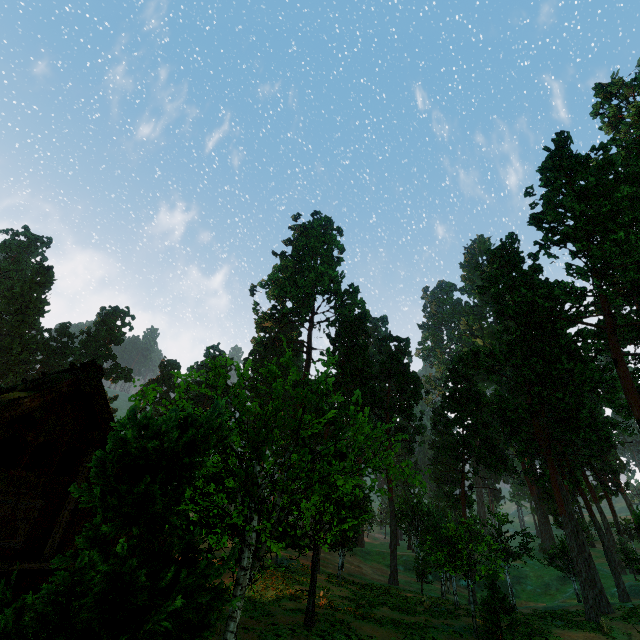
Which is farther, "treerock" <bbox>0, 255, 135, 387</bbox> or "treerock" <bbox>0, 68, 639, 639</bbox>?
"treerock" <bbox>0, 255, 135, 387</bbox>

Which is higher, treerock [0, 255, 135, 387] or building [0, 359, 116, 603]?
treerock [0, 255, 135, 387]

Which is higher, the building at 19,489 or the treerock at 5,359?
the treerock at 5,359

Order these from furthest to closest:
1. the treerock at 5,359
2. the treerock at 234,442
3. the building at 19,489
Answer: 1. the treerock at 5,359
2. the building at 19,489
3. the treerock at 234,442

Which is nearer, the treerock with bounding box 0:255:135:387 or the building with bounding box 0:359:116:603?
the building with bounding box 0:359:116:603

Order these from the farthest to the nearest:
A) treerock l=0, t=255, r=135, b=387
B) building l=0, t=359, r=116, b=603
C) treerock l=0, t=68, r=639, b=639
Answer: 1. treerock l=0, t=255, r=135, b=387
2. building l=0, t=359, r=116, b=603
3. treerock l=0, t=68, r=639, b=639

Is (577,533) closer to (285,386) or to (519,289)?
(519,289)
